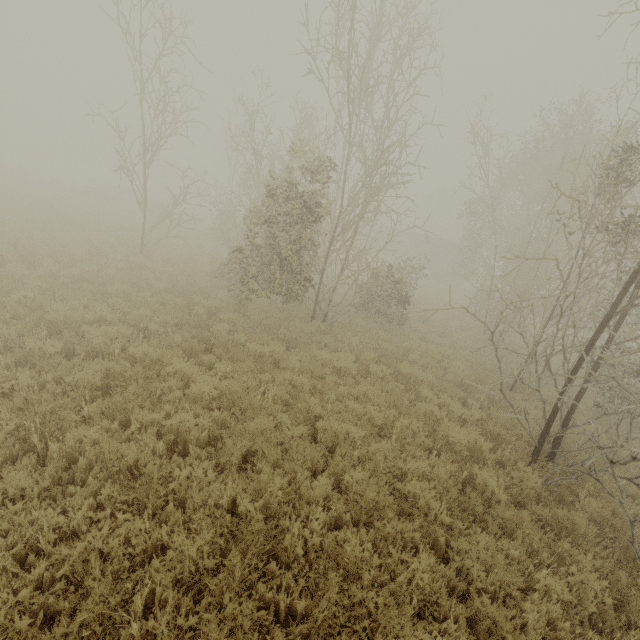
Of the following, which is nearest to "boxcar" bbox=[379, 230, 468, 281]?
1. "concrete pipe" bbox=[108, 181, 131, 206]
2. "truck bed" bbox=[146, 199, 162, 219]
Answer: "truck bed" bbox=[146, 199, 162, 219]

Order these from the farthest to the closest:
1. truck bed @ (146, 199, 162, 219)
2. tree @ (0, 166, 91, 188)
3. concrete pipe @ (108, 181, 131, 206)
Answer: tree @ (0, 166, 91, 188), concrete pipe @ (108, 181, 131, 206), truck bed @ (146, 199, 162, 219)

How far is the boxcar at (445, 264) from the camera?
36.6m

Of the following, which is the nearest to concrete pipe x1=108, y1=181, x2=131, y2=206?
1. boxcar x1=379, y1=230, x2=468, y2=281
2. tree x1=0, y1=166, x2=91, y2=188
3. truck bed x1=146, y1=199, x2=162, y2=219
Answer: truck bed x1=146, y1=199, x2=162, y2=219

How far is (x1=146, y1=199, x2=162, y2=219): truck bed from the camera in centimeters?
3053cm

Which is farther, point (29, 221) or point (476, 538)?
point (29, 221)

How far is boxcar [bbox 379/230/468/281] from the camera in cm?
3659

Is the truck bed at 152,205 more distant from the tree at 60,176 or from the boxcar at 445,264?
the boxcar at 445,264
